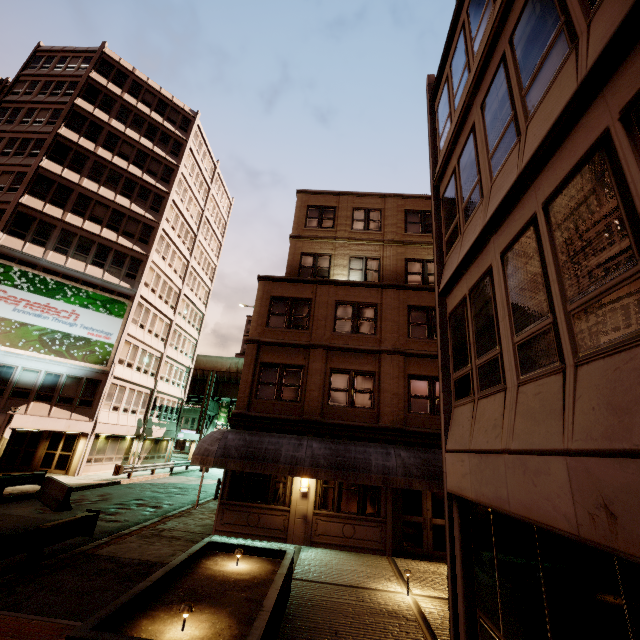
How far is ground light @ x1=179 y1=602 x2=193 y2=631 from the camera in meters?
5.0 m

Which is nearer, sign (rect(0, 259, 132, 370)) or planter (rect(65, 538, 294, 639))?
planter (rect(65, 538, 294, 639))

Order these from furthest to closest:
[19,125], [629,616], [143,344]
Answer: [143,344] < [19,125] < [629,616]

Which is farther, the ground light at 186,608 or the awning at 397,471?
the awning at 397,471

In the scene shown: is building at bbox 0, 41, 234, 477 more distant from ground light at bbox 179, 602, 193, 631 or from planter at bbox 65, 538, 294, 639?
ground light at bbox 179, 602, 193, 631

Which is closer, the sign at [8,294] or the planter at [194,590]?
the planter at [194,590]

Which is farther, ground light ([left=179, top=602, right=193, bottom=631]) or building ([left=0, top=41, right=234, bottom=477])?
building ([left=0, top=41, right=234, bottom=477])

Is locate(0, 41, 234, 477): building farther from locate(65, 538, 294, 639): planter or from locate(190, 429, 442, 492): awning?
locate(65, 538, 294, 639): planter
